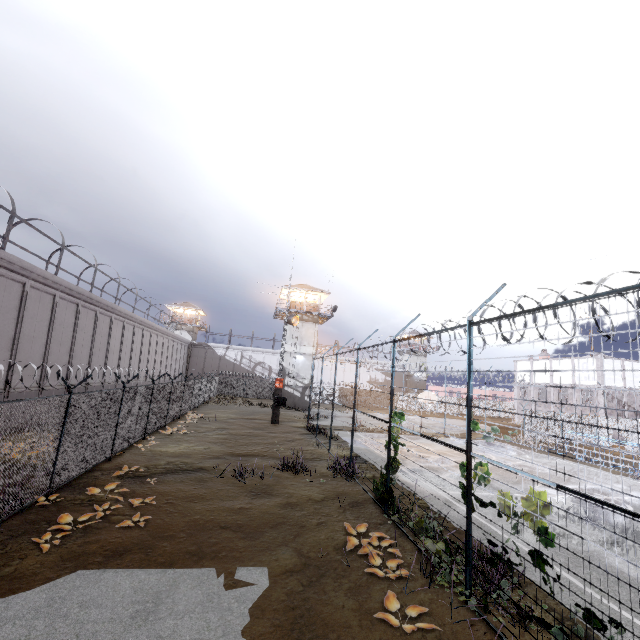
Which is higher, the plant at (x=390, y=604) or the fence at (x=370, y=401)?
the fence at (x=370, y=401)

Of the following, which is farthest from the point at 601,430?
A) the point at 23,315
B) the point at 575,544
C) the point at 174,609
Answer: the point at 23,315

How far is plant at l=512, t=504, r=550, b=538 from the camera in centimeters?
483cm

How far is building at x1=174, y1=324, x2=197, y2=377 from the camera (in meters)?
54.77

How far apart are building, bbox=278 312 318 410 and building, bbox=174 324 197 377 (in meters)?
23.62

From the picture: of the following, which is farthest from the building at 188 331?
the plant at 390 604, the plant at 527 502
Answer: the plant at 527 502

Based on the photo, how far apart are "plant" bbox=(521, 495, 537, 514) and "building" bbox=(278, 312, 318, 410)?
34.2m
